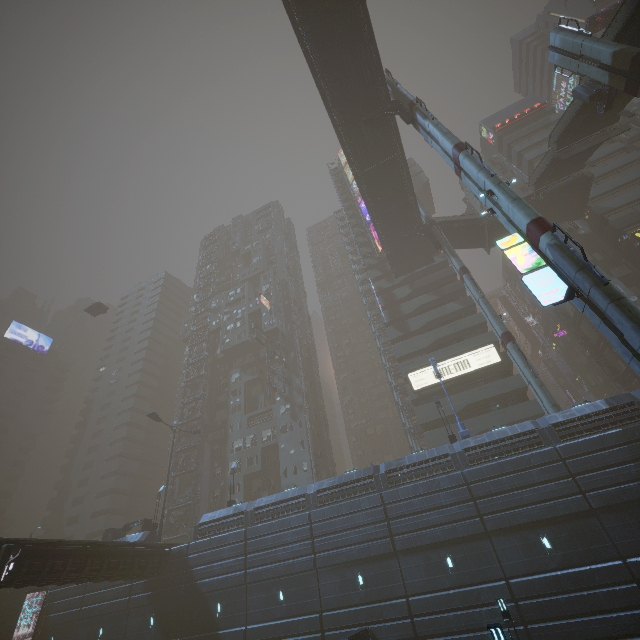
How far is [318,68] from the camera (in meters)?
27.94

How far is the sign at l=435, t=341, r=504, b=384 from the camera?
36.2 meters

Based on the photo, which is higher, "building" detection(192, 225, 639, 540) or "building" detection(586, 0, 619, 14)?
"building" detection(586, 0, 619, 14)

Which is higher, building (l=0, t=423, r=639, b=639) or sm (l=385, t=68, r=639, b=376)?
sm (l=385, t=68, r=639, b=376)

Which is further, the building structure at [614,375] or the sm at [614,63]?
the building structure at [614,375]

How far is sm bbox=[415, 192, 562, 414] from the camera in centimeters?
2518cm

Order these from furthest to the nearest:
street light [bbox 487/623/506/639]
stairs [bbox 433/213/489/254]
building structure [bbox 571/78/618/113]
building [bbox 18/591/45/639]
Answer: stairs [bbox 433/213/489/254], building [bbox 18/591/45/639], building structure [bbox 571/78/618/113], street light [bbox 487/623/506/639]

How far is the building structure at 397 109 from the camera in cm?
2761
